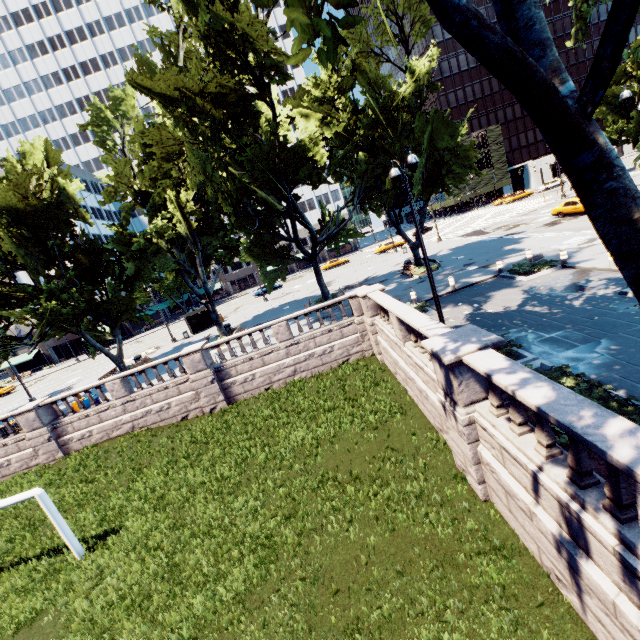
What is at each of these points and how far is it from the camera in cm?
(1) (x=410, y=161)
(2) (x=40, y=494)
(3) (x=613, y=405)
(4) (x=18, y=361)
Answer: (1) light, 1050
(2) pillar, 1055
(3) bush, 686
(4) building, 5769

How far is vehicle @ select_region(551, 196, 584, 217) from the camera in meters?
28.1 m

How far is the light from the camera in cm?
1056

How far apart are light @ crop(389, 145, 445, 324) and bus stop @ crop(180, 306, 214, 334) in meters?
30.2 m

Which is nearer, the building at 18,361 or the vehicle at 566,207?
the vehicle at 566,207

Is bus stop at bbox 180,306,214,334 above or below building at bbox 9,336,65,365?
below

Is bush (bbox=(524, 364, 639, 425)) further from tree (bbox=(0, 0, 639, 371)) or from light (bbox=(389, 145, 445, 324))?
light (bbox=(389, 145, 445, 324))

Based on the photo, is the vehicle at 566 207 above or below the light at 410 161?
below
